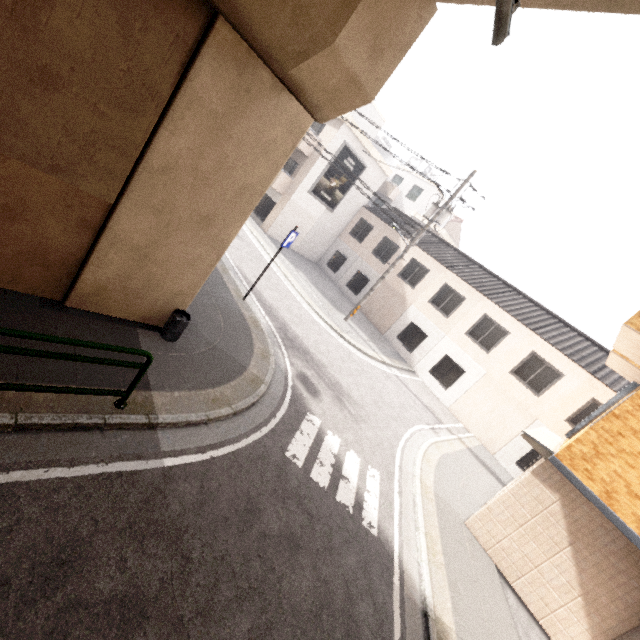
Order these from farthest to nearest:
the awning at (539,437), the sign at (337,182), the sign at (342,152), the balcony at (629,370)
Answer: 1. the sign at (337,182)
2. the sign at (342,152)
3. the balcony at (629,370)
4. the awning at (539,437)

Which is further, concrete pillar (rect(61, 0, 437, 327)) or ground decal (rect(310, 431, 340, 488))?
ground decal (rect(310, 431, 340, 488))

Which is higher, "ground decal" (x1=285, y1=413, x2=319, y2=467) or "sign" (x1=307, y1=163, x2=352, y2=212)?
"sign" (x1=307, y1=163, x2=352, y2=212)

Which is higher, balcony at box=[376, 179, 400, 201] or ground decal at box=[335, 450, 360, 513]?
balcony at box=[376, 179, 400, 201]

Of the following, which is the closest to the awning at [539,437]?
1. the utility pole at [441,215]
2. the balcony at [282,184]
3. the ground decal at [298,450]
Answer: the ground decal at [298,450]

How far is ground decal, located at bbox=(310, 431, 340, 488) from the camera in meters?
6.4

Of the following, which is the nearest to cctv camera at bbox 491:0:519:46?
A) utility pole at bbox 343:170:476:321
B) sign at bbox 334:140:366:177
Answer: utility pole at bbox 343:170:476:321

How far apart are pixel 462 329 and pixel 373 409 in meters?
9.9
